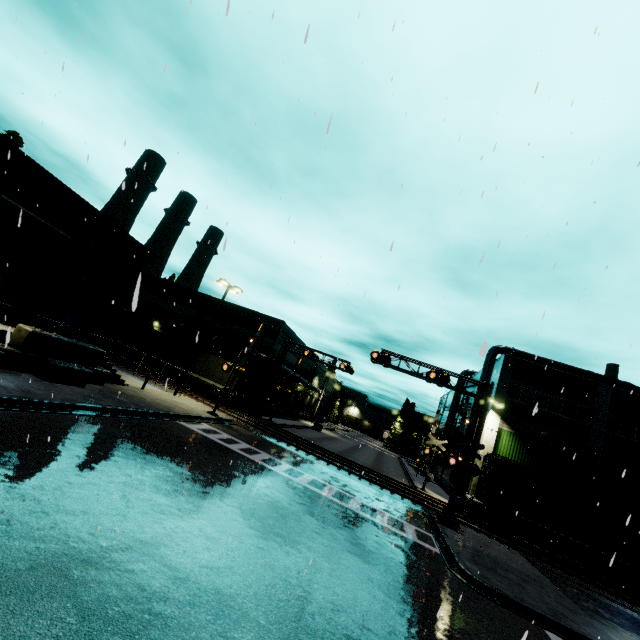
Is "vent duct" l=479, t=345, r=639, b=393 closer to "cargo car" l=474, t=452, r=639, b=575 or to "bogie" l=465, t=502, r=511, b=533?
"cargo car" l=474, t=452, r=639, b=575

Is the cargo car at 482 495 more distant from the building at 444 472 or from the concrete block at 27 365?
the concrete block at 27 365

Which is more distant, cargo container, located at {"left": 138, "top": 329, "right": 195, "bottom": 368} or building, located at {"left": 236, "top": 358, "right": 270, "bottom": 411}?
building, located at {"left": 236, "top": 358, "right": 270, "bottom": 411}

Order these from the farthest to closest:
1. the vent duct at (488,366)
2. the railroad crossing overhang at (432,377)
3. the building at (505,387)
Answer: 1. the vent duct at (488,366)
2. the building at (505,387)
3. the railroad crossing overhang at (432,377)

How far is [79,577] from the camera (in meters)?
4.94

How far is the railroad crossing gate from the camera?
18.5 meters

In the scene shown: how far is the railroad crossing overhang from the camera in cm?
2100

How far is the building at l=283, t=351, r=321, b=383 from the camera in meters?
44.0 m
